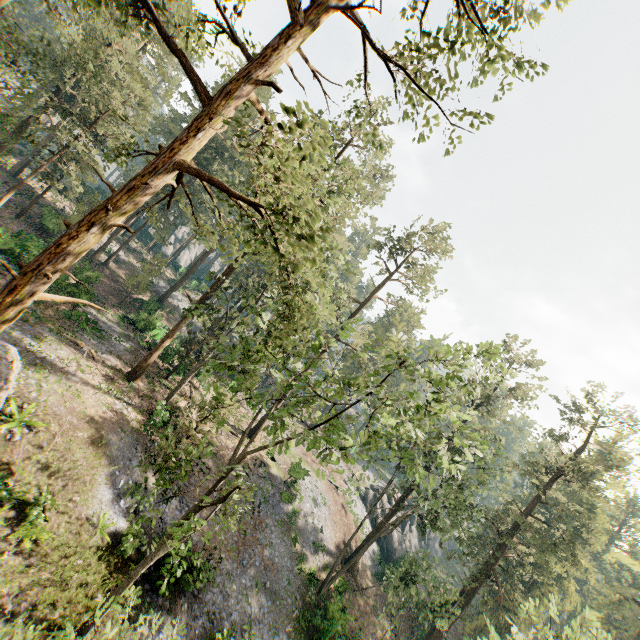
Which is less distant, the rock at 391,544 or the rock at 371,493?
the rock at 391,544

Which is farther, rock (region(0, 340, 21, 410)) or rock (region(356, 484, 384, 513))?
rock (region(356, 484, 384, 513))

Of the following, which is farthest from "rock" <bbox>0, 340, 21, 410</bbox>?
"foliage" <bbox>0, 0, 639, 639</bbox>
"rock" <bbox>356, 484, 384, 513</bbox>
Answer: "rock" <bbox>356, 484, 384, 513</bbox>

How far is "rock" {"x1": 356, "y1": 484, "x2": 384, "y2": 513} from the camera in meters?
46.7 m

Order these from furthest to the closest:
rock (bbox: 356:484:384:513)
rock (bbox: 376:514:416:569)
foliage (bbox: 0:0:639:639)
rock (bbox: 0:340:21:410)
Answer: rock (bbox: 356:484:384:513) < rock (bbox: 376:514:416:569) < rock (bbox: 0:340:21:410) < foliage (bbox: 0:0:639:639)

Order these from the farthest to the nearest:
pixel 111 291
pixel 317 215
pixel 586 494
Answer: pixel 586 494 → pixel 111 291 → pixel 317 215

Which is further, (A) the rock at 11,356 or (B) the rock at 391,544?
(B) the rock at 391,544
